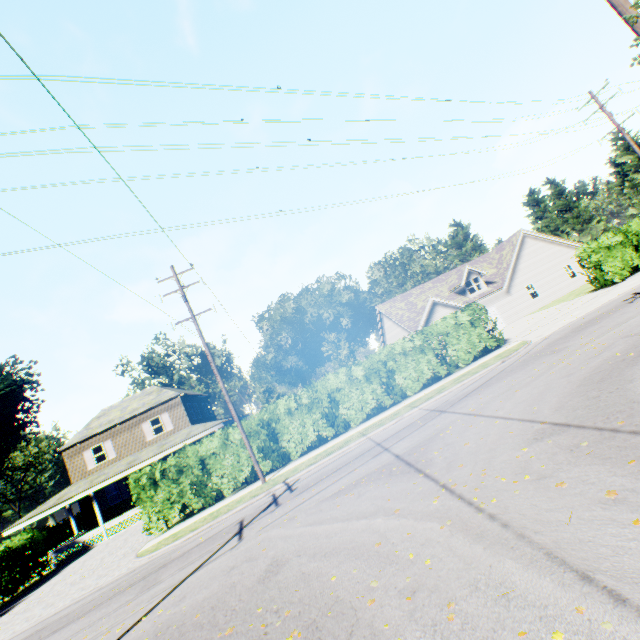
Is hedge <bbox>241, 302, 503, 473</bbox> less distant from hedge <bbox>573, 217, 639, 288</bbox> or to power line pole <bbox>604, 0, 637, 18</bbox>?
hedge <bbox>573, 217, 639, 288</bbox>

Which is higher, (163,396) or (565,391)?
(163,396)

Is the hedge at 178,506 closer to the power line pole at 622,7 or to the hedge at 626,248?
the hedge at 626,248

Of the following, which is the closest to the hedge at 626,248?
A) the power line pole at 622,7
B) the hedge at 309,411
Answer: the hedge at 309,411

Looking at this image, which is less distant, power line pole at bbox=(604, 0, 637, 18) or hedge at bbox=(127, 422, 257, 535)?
power line pole at bbox=(604, 0, 637, 18)

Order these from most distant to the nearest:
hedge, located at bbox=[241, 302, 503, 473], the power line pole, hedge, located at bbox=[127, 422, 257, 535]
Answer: hedge, located at bbox=[241, 302, 503, 473] → hedge, located at bbox=[127, 422, 257, 535] → the power line pole
